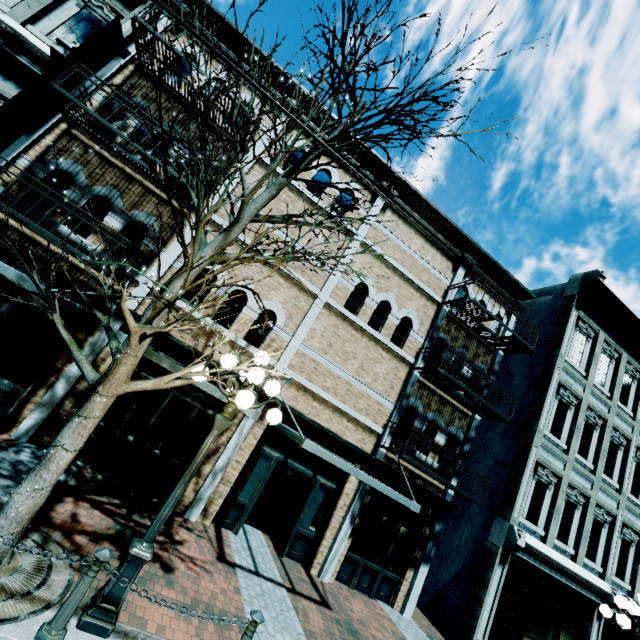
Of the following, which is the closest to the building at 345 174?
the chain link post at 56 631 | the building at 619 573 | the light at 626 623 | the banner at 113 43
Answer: the banner at 113 43

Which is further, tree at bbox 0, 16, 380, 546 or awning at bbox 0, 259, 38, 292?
awning at bbox 0, 259, 38, 292

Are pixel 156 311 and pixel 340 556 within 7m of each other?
no

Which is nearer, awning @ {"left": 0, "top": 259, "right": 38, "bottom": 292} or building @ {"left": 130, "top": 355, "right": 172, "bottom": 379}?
awning @ {"left": 0, "top": 259, "right": 38, "bottom": 292}

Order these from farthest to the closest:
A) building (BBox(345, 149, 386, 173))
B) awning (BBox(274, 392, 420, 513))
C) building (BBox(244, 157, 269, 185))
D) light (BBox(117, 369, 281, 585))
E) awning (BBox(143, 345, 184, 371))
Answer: building (BBox(345, 149, 386, 173)) < building (BBox(244, 157, 269, 185)) < awning (BBox(274, 392, 420, 513)) < awning (BBox(143, 345, 184, 371)) < light (BBox(117, 369, 281, 585))

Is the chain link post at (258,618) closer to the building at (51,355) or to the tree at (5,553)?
the tree at (5,553)

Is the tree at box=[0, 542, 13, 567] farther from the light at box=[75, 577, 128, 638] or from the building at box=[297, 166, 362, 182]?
the building at box=[297, 166, 362, 182]

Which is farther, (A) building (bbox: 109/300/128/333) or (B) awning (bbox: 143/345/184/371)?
(A) building (bbox: 109/300/128/333)
